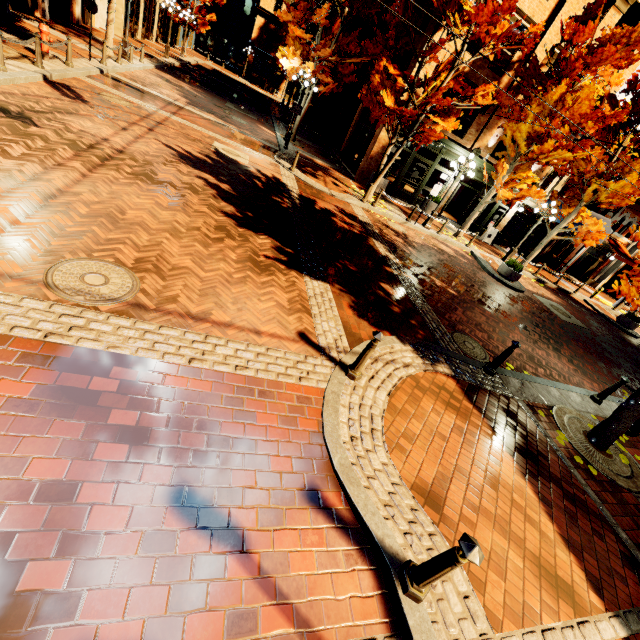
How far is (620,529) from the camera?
4.6m

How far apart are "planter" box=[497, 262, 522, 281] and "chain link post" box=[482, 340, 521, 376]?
9.6m

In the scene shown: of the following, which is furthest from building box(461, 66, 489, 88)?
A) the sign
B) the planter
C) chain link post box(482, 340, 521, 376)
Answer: chain link post box(482, 340, 521, 376)

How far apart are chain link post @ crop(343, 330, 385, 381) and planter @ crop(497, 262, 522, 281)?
12.6 meters

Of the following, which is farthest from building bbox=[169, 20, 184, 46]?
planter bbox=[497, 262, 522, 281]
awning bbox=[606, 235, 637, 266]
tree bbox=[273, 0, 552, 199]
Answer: awning bbox=[606, 235, 637, 266]

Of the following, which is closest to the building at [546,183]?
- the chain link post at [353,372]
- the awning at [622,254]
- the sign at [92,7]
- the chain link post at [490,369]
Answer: the awning at [622,254]

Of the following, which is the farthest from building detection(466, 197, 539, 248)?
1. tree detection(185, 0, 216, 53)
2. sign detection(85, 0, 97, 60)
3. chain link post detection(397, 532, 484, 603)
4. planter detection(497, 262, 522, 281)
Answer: chain link post detection(397, 532, 484, 603)

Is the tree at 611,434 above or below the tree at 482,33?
below
